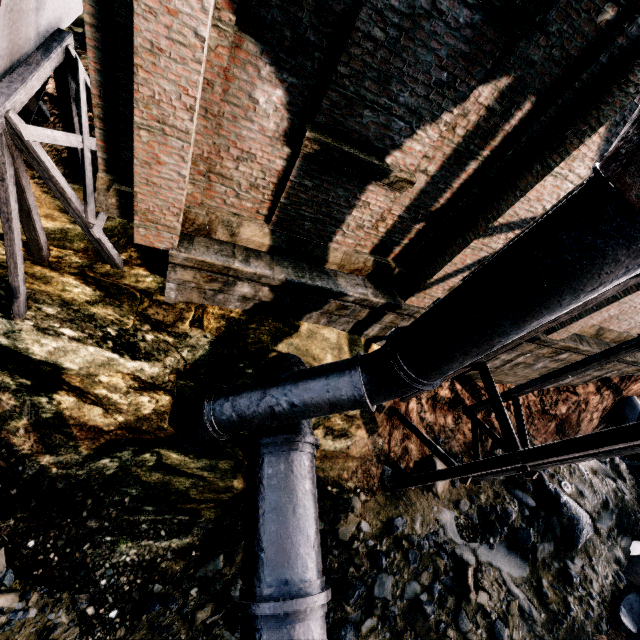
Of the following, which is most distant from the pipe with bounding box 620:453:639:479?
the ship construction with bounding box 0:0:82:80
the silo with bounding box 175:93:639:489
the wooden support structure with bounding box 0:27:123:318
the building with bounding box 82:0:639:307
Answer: the ship construction with bounding box 0:0:82:80

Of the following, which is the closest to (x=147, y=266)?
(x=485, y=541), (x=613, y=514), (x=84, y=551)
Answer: (x=84, y=551)

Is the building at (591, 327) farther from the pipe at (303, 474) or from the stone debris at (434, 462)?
the stone debris at (434, 462)

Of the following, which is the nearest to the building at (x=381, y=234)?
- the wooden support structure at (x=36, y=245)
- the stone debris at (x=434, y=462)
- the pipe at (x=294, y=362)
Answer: the wooden support structure at (x=36, y=245)

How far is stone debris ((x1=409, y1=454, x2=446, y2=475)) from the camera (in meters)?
10.99

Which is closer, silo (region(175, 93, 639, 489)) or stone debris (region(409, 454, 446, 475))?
silo (region(175, 93, 639, 489))

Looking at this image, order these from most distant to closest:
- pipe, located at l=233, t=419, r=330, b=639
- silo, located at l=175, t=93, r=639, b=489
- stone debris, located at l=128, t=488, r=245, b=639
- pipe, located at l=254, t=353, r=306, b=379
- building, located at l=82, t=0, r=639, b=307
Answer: pipe, located at l=254, t=353, r=306, b=379, stone debris, located at l=128, t=488, r=245, b=639, pipe, located at l=233, t=419, r=330, b=639, building, located at l=82, t=0, r=639, b=307, silo, located at l=175, t=93, r=639, b=489

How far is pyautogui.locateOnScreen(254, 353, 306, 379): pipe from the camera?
8.3m
